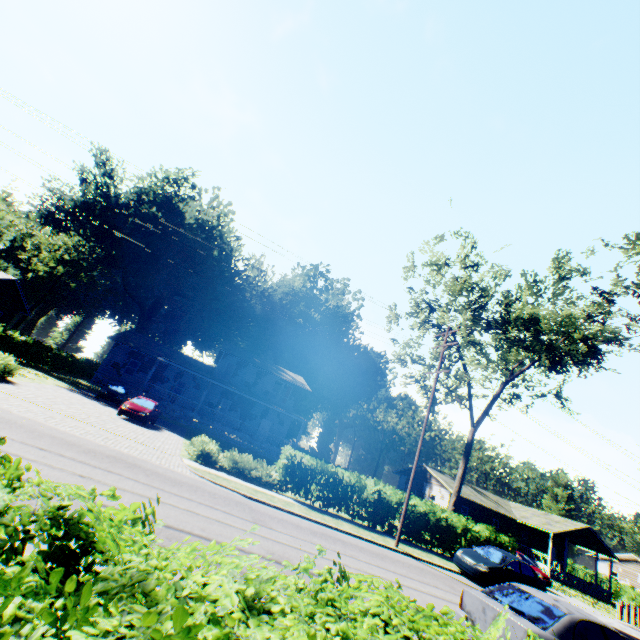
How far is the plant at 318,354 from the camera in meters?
56.2

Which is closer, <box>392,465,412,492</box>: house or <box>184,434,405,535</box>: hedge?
<box>184,434,405,535</box>: hedge

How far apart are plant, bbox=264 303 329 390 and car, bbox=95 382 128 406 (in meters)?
29.14

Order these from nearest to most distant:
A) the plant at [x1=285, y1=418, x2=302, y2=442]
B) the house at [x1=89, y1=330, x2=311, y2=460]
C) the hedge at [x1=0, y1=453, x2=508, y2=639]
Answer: the hedge at [x1=0, y1=453, x2=508, y2=639] → the house at [x1=89, y1=330, x2=311, y2=460] → the plant at [x1=285, y1=418, x2=302, y2=442]

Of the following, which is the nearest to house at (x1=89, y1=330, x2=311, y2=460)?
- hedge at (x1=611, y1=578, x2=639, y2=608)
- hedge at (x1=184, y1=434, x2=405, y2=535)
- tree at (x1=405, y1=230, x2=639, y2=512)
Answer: hedge at (x1=184, y1=434, x2=405, y2=535)

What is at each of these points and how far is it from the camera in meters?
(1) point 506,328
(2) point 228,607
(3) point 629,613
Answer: (1) tree, 21.8 m
(2) hedge, 1.3 m
(3) fence, 23.2 m

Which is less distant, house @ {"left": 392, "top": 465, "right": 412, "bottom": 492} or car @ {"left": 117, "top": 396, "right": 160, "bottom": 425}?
car @ {"left": 117, "top": 396, "right": 160, "bottom": 425}

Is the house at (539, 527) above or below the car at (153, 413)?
above
